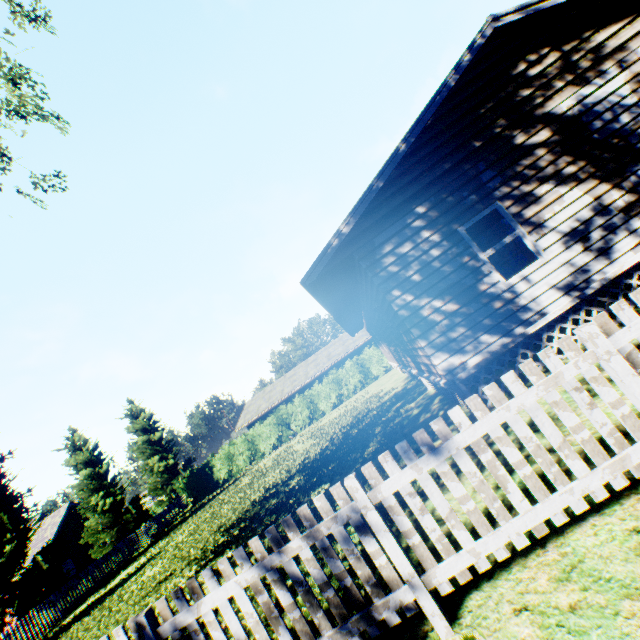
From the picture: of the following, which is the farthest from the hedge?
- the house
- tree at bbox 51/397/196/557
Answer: tree at bbox 51/397/196/557

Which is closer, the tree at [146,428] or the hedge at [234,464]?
the tree at [146,428]

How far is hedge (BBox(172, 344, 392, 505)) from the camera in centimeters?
2803cm

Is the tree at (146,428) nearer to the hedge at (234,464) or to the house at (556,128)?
the hedge at (234,464)

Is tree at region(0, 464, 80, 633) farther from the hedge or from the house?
the house

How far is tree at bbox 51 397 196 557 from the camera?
23.80m

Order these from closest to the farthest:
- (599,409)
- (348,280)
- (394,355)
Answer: (599,409) < (348,280) < (394,355)

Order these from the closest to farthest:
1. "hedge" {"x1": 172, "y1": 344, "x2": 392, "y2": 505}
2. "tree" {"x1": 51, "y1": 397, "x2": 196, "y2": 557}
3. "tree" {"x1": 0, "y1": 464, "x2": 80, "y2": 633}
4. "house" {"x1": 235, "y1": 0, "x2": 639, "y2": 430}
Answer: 1. "house" {"x1": 235, "y1": 0, "x2": 639, "y2": 430}
2. "tree" {"x1": 0, "y1": 464, "x2": 80, "y2": 633}
3. "tree" {"x1": 51, "y1": 397, "x2": 196, "y2": 557}
4. "hedge" {"x1": 172, "y1": 344, "x2": 392, "y2": 505}
